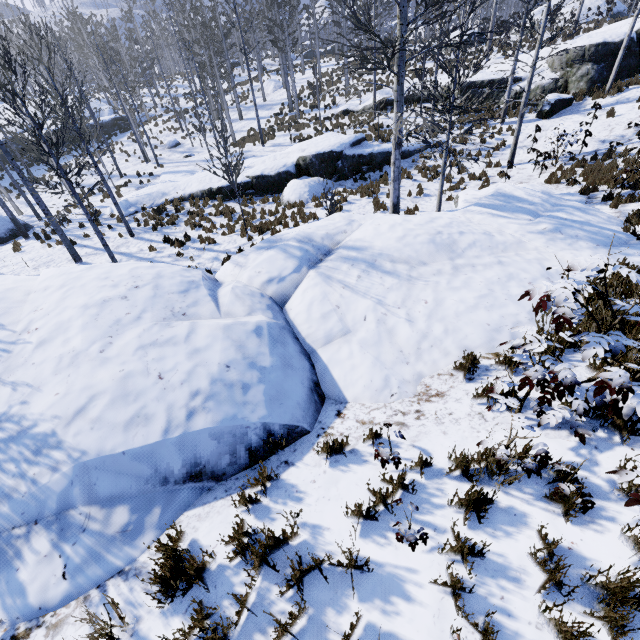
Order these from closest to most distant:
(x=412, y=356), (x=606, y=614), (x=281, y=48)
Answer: (x=606, y=614) → (x=412, y=356) → (x=281, y=48)

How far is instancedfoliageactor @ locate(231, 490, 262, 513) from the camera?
3.3 meters

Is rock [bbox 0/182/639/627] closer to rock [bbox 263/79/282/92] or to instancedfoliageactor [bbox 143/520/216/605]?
instancedfoliageactor [bbox 143/520/216/605]

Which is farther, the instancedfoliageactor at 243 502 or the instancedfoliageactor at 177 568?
the instancedfoliageactor at 243 502

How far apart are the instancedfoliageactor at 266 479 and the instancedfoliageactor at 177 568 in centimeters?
75cm

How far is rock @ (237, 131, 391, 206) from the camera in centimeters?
1622cm

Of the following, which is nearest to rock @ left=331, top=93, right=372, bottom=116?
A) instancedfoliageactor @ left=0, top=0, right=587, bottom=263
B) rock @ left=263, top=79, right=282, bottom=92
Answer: instancedfoliageactor @ left=0, top=0, right=587, bottom=263

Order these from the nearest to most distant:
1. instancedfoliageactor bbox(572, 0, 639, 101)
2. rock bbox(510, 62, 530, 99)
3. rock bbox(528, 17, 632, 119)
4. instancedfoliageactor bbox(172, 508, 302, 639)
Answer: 1. instancedfoliageactor bbox(172, 508, 302, 639)
2. instancedfoliageactor bbox(572, 0, 639, 101)
3. rock bbox(528, 17, 632, 119)
4. rock bbox(510, 62, 530, 99)
